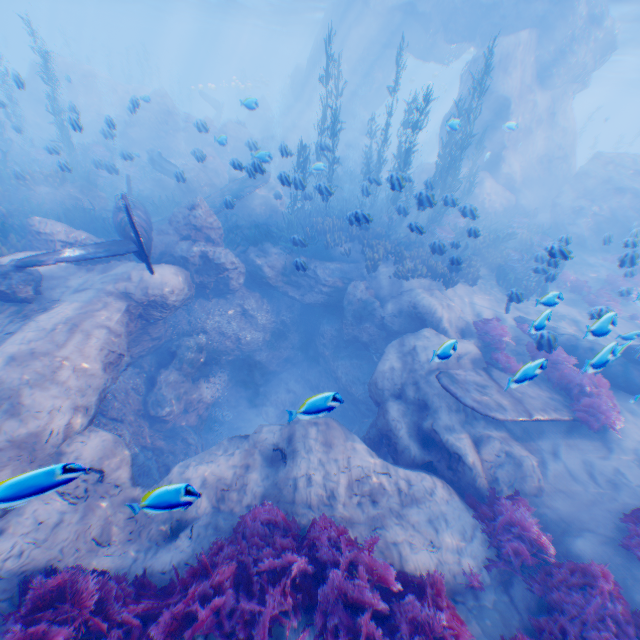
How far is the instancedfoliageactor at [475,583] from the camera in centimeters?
543cm

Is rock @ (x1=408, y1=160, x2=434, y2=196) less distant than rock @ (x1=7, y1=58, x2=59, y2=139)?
Yes

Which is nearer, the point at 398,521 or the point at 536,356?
the point at 398,521

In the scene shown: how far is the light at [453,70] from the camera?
37.5 meters

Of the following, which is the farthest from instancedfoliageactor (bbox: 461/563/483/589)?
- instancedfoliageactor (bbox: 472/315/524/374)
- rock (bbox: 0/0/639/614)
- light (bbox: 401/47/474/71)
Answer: light (bbox: 401/47/474/71)

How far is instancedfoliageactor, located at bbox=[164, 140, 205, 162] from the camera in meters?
14.0 m

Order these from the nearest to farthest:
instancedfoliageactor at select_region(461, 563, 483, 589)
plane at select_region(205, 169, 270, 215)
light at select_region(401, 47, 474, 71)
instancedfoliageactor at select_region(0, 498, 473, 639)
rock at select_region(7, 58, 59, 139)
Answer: instancedfoliageactor at select_region(0, 498, 473, 639), instancedfoliageactor at select_region(461, 563, 483, 589), plane at select_region(205, 169, 270, 215), rock at select_region(7, 58, 59, 139), light at select_region(401, 47, 474, 71)

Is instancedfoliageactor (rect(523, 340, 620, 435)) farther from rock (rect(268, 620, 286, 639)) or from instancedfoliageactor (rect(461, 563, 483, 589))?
instancedfoliageactor (rect(461, 563, 483, 589))
